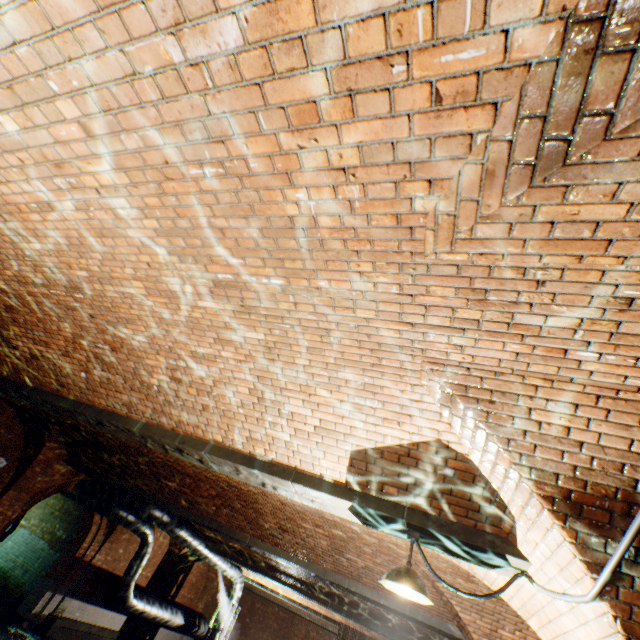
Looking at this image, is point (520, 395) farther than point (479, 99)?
Yes

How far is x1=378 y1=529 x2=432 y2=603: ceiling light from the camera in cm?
278

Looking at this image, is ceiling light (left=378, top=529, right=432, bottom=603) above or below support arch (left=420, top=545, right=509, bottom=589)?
below

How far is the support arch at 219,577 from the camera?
19.2m

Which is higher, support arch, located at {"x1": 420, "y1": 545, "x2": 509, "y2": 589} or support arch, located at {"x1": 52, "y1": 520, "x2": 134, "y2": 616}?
support arch, located at {"x1": 420, "y1": 545, "x2": 509, "y2": 589}

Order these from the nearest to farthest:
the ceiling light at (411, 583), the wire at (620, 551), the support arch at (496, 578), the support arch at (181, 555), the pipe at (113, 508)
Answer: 1. the wire at (620, 551)
2. the ceiling light at (411, 583)
3. the support arch at (496, 578)
4. the pipe at (113, 508)
5. the support arch at (181, 555)

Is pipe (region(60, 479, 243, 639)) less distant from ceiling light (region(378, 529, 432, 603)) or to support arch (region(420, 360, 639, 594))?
support arch (region(420, 360, 639, 594))

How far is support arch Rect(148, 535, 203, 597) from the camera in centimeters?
1602cm
